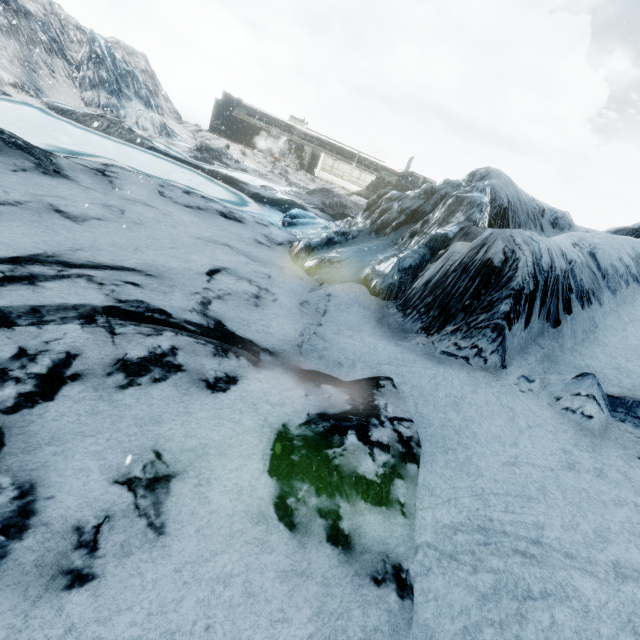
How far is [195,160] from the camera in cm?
2248
